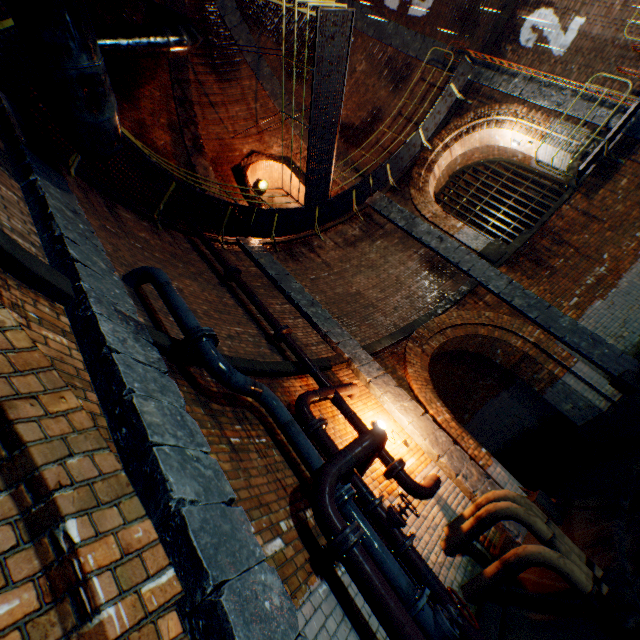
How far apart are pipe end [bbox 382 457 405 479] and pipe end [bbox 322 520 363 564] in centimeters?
182cm

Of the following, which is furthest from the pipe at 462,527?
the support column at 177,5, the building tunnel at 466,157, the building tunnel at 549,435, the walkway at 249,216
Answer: the building tunnel at 466,157

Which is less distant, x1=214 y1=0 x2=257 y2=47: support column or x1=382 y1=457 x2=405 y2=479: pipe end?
x1=382 y1=457 x2=405 y2=479: pipe end

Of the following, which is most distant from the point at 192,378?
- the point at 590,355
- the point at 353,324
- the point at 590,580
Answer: the point at 590,355

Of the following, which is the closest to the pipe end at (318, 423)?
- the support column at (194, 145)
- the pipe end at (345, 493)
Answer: the pipe end at (345, 493)

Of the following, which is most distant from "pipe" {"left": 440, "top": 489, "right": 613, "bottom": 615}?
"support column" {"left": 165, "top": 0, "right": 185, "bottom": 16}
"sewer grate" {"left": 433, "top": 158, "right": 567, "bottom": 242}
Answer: "sewer grate" {"left": 433, "top": 158, "right": 567, "bottom": 242}

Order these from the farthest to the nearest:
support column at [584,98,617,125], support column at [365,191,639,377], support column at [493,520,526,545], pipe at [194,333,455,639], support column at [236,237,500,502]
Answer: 1. support column at [584,98,617,125]
2. support column at [365,191,639,377]
3. support column at [236,237,500,502]
4. support column at [493,520,526,545]
5. pipe at [194,333,455,639]

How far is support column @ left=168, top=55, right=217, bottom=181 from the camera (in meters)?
10.79
